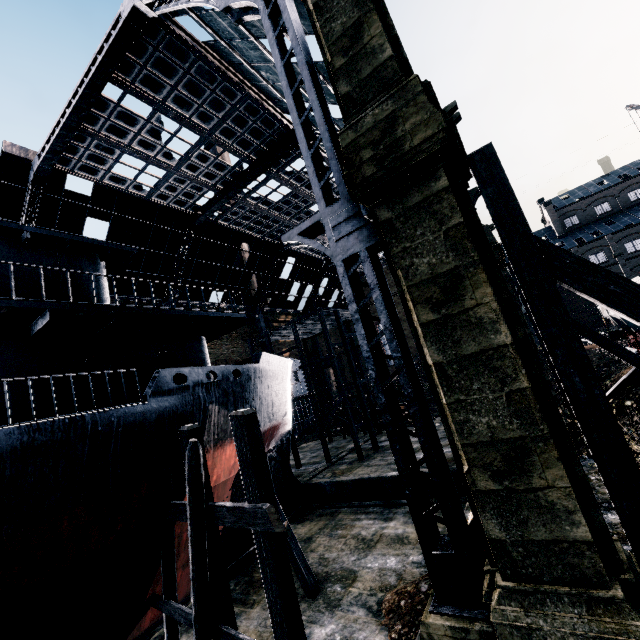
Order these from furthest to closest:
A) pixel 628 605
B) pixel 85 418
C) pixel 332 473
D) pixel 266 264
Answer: pixel 266 264 → pixel 332 473 → pixel 85 418 → pixel 628 605

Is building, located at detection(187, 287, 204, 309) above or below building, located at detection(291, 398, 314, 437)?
above

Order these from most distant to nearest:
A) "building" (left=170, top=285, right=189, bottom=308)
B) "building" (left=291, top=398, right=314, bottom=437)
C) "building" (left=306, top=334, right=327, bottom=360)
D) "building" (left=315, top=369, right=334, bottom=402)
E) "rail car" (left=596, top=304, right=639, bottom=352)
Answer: "building" (left=306, top=334, right=327, bottom=360)
"building" (left=315, top=369, right=334, bottom=402)
"building" (left=291, top=398, right=314, bottom=437)
"building" (left=170, top=285, right=189, bottom=308)
"rail car" (left=596, top=304, right=639, bottom=352)

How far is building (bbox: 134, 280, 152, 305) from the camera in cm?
3095

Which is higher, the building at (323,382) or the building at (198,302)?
the building at (198,302)

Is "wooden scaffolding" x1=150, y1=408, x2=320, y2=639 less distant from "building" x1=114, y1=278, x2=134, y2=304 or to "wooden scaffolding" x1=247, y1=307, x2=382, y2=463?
"wooden scaffolding" x1=247, y1=307, x2=382, y2=463

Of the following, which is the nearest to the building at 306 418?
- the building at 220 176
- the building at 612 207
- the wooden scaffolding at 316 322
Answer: the wooden scaffolding at 316 322
